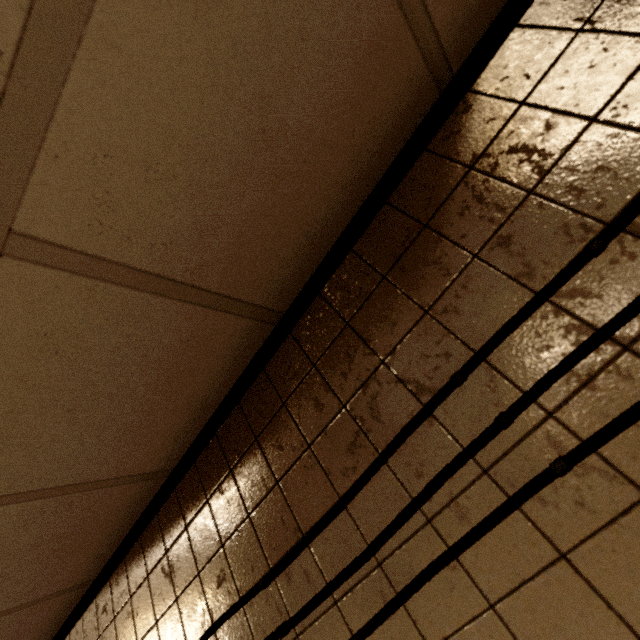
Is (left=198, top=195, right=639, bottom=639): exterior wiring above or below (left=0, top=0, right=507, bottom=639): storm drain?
below

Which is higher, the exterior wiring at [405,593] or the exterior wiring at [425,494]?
the exterior wiring at [425,494]

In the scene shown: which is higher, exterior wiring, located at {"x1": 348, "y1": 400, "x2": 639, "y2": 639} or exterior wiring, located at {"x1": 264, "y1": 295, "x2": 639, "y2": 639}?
exterior wiring, located at {"x1": 264, "y1": 295, "x2": 639, "y2": 639}

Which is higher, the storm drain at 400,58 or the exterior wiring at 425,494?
the storm drain at 400,58

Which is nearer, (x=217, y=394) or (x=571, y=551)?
(x=571, y=551)
